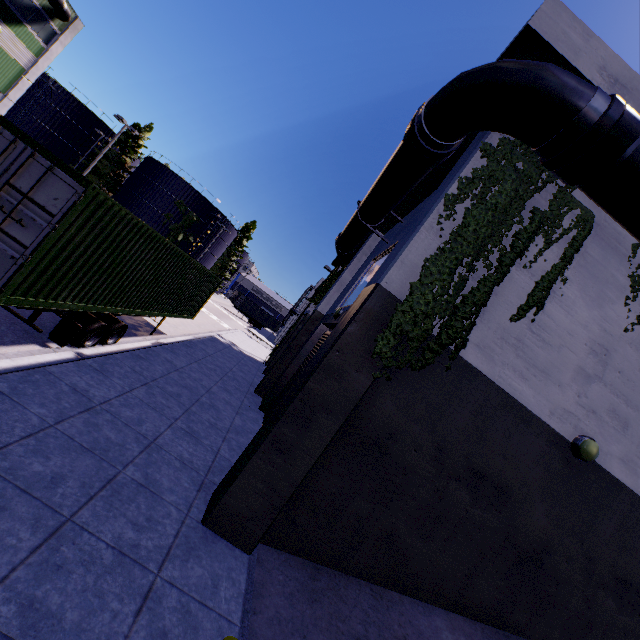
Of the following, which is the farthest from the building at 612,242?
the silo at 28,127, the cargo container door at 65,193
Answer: the cargo container door at 65,193

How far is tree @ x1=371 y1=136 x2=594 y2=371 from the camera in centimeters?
543cm

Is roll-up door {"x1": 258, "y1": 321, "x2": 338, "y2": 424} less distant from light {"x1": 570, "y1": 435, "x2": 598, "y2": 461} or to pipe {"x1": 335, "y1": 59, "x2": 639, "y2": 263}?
pipe {"x1": 335, "y1": 59, "x2": 639, "y2": 263}

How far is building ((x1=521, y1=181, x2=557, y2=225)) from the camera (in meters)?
6.47

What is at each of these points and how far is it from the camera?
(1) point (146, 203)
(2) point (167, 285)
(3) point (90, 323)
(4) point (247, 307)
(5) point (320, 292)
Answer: (1) silo, 48.2m
(2) cargo container, 10.4m
(3) semi trailer, 8.2m
(4) cargo container, 56.2m
(5) tree, 16.6m

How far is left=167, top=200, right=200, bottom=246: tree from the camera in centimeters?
4916cm

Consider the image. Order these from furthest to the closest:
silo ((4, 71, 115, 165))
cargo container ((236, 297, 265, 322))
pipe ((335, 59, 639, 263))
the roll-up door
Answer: cargo container ((236, 297, 265, 322)) < silo ((4, 71, 115, 165)) < the roll-up door < pipe ((335, 59, 639, 263))

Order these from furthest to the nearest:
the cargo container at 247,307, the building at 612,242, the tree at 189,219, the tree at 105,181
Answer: the cargo container at 247,307 → the tree at 189,219 → the tree at 105,181 → the building at 612,242
